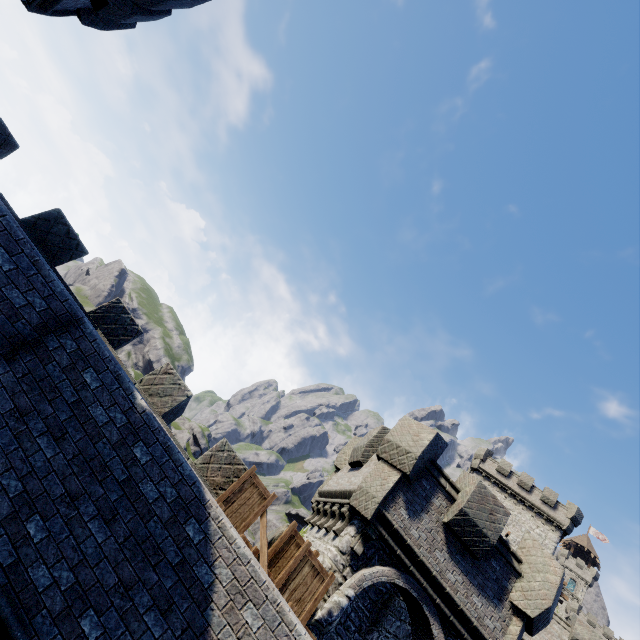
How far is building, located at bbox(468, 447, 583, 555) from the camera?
35.3m

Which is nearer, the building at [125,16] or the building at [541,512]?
the building at [125,16]

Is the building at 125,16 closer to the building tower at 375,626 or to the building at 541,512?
Result: the building tower at 375,626

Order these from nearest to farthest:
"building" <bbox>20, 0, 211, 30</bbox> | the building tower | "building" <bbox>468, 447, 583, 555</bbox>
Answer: "building" <bbox>20, 0, 211, 30</bbox> → the building tower → "building" <bbox>468, 447, 583, 555</bbox>

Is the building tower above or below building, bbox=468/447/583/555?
below

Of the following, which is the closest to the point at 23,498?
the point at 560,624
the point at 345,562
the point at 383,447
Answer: the point at 345,562

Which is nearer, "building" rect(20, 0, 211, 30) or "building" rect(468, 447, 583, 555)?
"building" rect(20, 0, 211, 30)

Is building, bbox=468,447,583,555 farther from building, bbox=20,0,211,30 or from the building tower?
building, bbox=20,0,211,30
